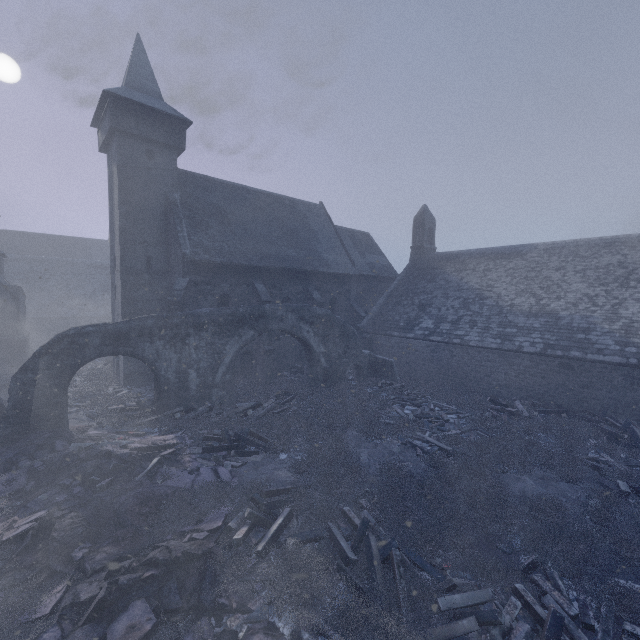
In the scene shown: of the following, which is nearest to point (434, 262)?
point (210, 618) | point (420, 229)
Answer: point (420, 229)

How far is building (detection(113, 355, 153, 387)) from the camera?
17.5 meters

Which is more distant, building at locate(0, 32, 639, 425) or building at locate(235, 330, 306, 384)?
building at locate(235, 330, 306, 384)

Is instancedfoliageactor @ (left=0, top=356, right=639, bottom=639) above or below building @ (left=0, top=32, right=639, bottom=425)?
below

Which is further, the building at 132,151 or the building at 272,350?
the building at 272,350

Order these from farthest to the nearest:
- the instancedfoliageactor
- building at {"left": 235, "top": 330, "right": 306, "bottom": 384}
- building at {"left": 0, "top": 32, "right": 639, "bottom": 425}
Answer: building at {"left": 235, "top": 330, "right": 306, "bottom": 384}, building at {"left": 0, "top": 32, "right": 639, "bottom": 425}, the instancedfoliageactor
